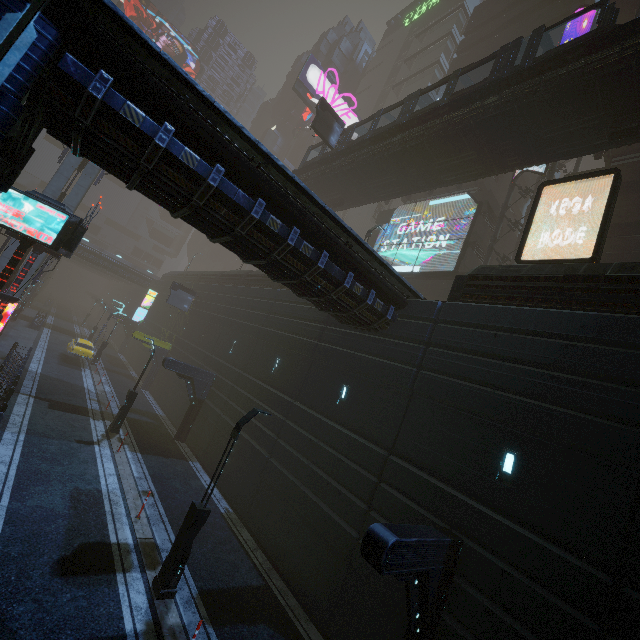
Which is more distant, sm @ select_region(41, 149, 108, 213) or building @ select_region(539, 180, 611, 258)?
sm @ select_region(41, 149, 108, 213)

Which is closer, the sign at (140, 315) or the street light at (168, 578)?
the street light at (168, 578)

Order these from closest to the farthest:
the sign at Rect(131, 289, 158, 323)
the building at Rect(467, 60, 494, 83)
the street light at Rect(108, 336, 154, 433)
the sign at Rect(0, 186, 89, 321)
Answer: the sign at Rect(0, 186, 89, 321), the street light at Rect(108, 336, 154, 433), the building at Rect(467, 60, 494, 83), the sign at Rect(131, 289, 158, 323)

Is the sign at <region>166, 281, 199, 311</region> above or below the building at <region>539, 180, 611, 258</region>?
below

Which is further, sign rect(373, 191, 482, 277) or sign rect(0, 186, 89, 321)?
sign rect(373, 191, 482, 277)

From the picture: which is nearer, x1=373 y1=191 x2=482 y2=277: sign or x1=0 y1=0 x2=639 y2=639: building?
x1=0 y1=0 x2=639 y2=639: building

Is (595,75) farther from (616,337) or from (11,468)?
(11,468)

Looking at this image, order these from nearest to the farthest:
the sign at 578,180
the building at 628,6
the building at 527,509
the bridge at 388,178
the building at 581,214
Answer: the building at 527,509, the sign at 578,180, the bridge at 388,178, the building at 581,214, the building at 628,6
